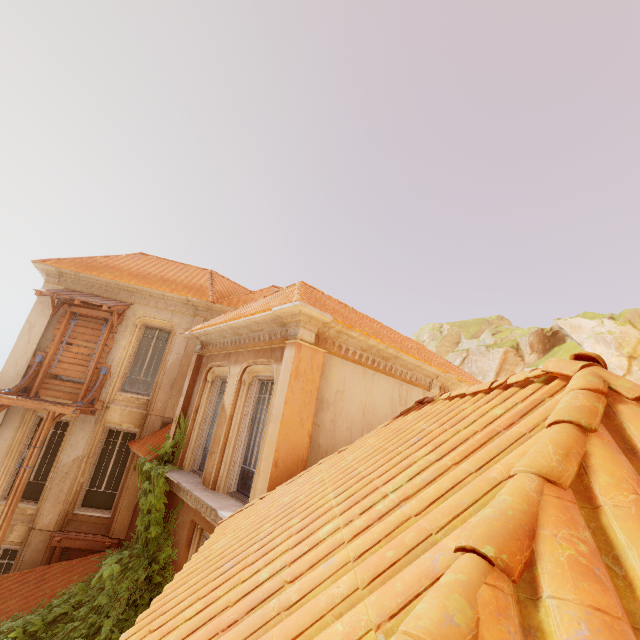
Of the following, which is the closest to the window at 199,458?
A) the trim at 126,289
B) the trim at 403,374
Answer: the trim at 403,374

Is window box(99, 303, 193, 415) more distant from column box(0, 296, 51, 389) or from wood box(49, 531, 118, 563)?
wood box(49, 531, 118, 563)

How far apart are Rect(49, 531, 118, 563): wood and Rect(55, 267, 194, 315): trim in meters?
7.8 m

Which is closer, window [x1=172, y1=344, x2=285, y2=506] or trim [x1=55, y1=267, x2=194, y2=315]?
window [x1=172, y1=344, x2=285, y2=506]

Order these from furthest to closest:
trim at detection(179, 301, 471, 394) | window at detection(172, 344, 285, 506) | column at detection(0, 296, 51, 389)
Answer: column at detection(0, 296, 51, 389) < window at detection(172, 344, 285, 506) < trim at detection(179, 301, 471, 394)

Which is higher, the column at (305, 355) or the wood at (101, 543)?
the column at (305, 355)

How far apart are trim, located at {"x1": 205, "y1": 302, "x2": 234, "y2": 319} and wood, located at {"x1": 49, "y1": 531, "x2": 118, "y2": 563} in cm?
784

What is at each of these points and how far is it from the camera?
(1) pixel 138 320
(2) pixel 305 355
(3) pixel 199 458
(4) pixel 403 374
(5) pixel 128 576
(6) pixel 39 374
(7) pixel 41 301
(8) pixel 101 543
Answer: (1) window, 12.4 meters
(2) column, 6.5 meters
(3) window, 9.0 meters
(4) trim, 8.8 meters
(5) plant, 7.6 meters
(6) wood, 10.8 meters
(7) column, 11.6 meters
(8) wood, 10.1 meters
